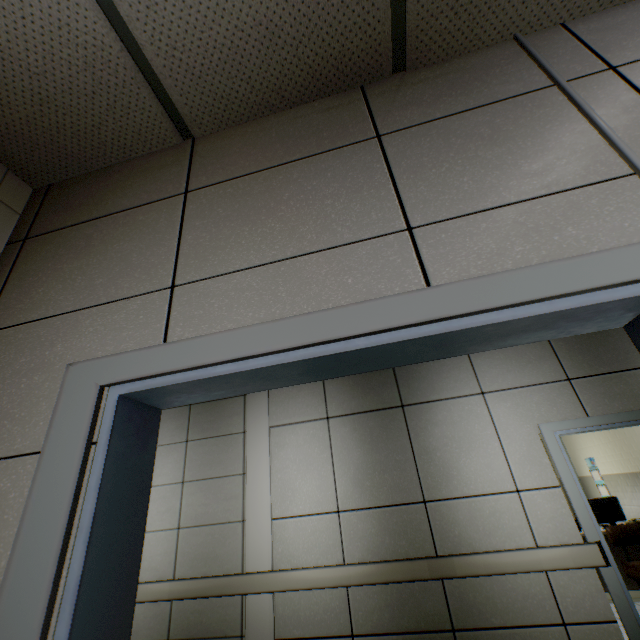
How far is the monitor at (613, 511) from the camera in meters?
5.1 m

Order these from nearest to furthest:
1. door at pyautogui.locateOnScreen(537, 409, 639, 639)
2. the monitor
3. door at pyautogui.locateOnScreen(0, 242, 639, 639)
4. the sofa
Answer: door at pyautogui.locateOnScreen(0, 242, 639, 639) < door at pyautogui.locateOnScreen(537, 409, 639, 639) < the sofa < the monitor

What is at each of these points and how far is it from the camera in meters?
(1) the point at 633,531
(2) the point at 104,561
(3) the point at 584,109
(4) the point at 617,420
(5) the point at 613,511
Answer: (1) sofa, 4.6 m
(2) door, 0.8 m
(3) cable duct, 1.0 m
(4) door, 3.3 m
(5) monitor, 5.1 m

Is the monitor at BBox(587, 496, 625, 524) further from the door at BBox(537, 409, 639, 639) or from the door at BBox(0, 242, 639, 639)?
the door at BBox(0, 242, 639, 639)

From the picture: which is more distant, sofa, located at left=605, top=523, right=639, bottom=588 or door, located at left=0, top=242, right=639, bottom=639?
sofa, located at left=605, top=523, right=639, bottom=588

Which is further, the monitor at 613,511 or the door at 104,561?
the monitor at 613,511

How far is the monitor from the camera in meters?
5.1

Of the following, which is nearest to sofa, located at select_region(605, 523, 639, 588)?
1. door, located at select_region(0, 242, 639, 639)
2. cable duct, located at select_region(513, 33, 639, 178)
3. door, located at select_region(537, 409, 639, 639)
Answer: door, located at select_region(537, 409, 639, 639)
